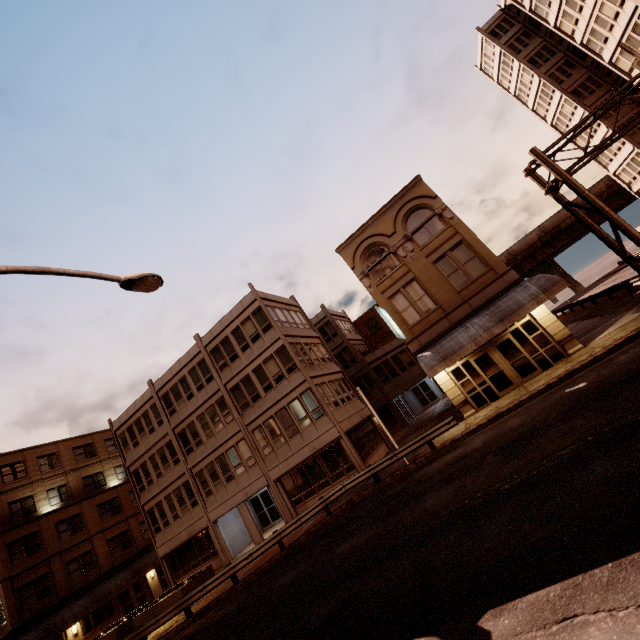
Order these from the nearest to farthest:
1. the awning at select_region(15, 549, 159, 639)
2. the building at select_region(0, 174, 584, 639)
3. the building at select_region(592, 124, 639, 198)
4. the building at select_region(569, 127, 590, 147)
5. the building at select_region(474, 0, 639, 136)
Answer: the building at select_region(0, 174, 584, 639)
the awning at select_region(15, 549, 159, 639)
the building at select_region(474, 0, 639, 136)
the building at select_region(592, 124, 639, 198)
the building at select_region(569, 127, 590, 147)

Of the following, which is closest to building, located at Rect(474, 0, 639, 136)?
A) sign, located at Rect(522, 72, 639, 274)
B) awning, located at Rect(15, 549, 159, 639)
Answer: sign, located at Rect(522, 72, 639, 274)

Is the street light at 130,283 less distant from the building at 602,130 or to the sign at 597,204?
the sign at 597,204

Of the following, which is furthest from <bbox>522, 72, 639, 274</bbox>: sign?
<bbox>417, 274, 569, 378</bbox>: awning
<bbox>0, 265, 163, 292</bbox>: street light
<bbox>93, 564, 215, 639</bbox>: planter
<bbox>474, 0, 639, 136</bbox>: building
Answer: <bbox>93, 564, 215, 639</bbox>: planter

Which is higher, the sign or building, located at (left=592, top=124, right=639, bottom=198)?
building, located at (left=592, top=124, right=639, bottom=198)

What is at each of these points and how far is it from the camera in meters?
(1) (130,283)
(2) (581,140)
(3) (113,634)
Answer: (1) street light, 8.6 m
(2) building, 44.6 m
(3) planter, 20.9 m

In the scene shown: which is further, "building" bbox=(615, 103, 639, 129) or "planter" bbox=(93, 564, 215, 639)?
"building" bbox=(615, 103, 639, 129)

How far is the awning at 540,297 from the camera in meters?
16.0
